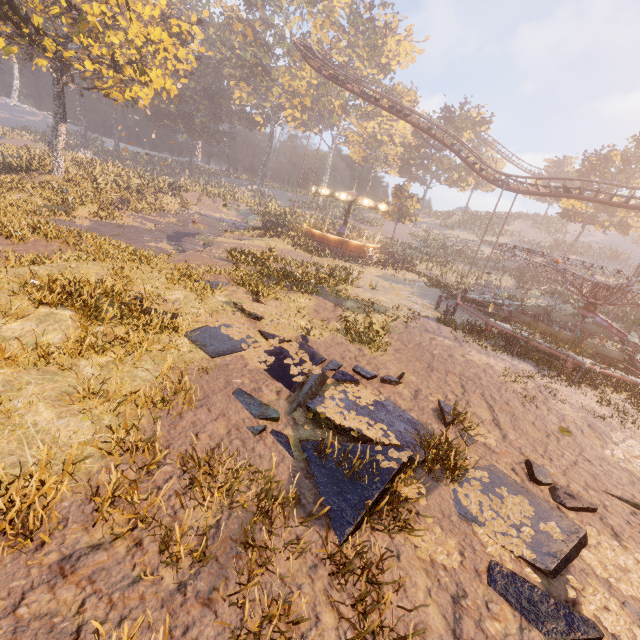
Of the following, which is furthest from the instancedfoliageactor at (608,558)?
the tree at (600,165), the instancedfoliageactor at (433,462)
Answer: the tree at (600,165)

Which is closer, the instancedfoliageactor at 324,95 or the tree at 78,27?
the tree at 78,27

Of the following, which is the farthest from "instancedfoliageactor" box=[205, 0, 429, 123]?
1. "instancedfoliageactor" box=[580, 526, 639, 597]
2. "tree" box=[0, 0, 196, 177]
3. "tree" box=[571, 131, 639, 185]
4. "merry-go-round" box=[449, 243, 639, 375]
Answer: "instancedfoliageactor" box=[580, 526, 639, 597]

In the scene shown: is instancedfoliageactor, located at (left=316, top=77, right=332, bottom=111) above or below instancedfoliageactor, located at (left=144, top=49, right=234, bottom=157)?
above

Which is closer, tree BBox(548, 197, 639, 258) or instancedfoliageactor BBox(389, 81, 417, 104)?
tree BBox(548, 197, 639, 258)

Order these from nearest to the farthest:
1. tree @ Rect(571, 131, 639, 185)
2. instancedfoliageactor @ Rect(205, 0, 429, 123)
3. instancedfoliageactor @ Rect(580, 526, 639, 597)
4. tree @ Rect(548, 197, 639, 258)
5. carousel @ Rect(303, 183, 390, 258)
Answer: instancedfoliageactor @ Rect(580, 526, 639, 597)
carousel @ Rect(303, 183, 390, 258)
tree @ Rect(571, 131, 639, 185)
tree @ Rect(548, 197, 639, 258)
instancedfoliageactor @ Rect(205, 0, 429, 123)

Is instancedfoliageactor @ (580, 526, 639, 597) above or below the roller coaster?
below

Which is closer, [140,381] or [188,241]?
[140,381]
